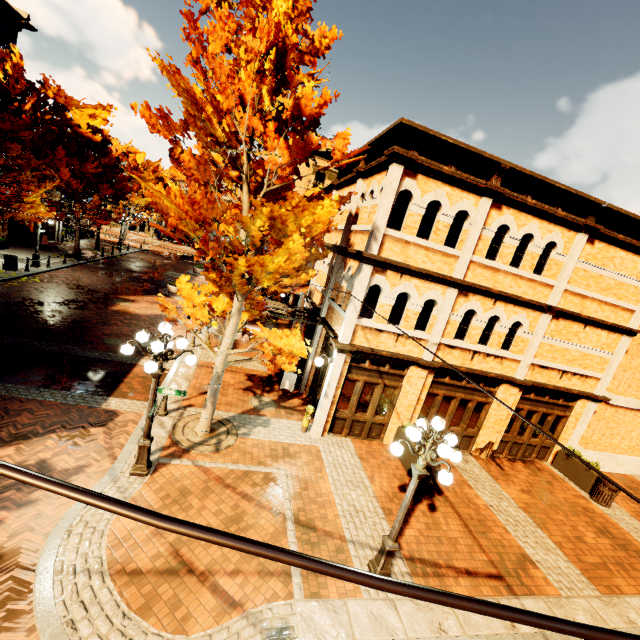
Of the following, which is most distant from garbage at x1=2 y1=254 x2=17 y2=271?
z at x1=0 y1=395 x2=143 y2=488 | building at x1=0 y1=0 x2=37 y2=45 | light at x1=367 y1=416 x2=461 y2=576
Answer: light at x1=367 y1=416 x2=461 y2=576

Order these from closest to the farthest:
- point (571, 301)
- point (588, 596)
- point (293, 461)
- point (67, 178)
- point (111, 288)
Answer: point (588, 596), point (293, 461), point (571, 301), point (111, 288), point (67, 178)

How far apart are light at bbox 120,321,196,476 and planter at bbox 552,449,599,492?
14.4 meters

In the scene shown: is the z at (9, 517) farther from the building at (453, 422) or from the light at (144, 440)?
the building at (453, 422)

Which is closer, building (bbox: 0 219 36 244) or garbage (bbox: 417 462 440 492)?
garbage (bbox: 417 462 440 492)

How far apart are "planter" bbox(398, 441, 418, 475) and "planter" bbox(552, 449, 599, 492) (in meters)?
6.92

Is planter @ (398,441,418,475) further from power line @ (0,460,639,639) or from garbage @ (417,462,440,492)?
power line @ (0,460,639,639)

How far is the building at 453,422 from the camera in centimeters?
1022cm
